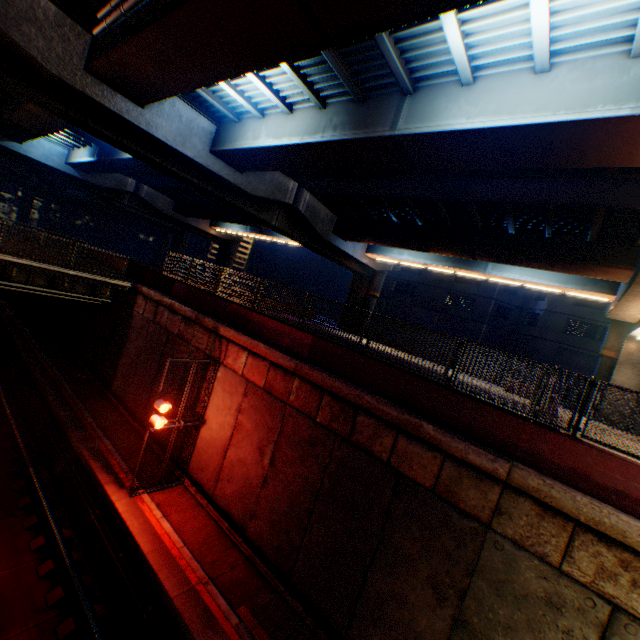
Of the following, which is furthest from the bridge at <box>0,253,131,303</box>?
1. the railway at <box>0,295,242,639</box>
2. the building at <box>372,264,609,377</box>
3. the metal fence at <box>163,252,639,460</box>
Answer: the building at <box>372,264,609,377</box>

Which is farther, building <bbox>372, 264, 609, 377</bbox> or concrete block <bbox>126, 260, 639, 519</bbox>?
building <bbox>372, 264, 609, 377</bbox>

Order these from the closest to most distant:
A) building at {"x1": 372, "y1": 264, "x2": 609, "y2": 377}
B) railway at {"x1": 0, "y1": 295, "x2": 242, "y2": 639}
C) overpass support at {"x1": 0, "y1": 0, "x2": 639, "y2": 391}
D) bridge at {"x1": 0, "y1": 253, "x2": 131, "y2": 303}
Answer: overpass support at {"x1": 0, "y1": 0, "x2": 639, "y2": 391} → railway at {"x1": 0, "y1": 295, "x2": 242, "y2": 639} → bridge at {"x1": 0, "y1": 253, "x2": 131, "y2": 303} → building at {"x1": 372, "y1": 264, "x2": 609, "y2": 377}

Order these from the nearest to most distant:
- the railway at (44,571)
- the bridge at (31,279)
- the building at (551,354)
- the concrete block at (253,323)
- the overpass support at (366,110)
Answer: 1. the concrete block at (253,323)
2. the overpass support at (366,110)
3. the railway at (44,571)
4. the bridge at (31,279)
5. the building at (551,354)

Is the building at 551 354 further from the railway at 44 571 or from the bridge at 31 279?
the railway at 44 571

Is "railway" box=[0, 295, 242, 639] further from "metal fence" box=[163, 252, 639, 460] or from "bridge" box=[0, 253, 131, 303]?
"bridge" box=[0, 253, 131, 303]

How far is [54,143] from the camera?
30.84m

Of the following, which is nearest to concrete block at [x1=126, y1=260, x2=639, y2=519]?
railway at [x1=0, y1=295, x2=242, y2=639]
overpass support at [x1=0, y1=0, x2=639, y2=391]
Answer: overpass support at [x1=0, y1=0, x2=639, y2=391]
